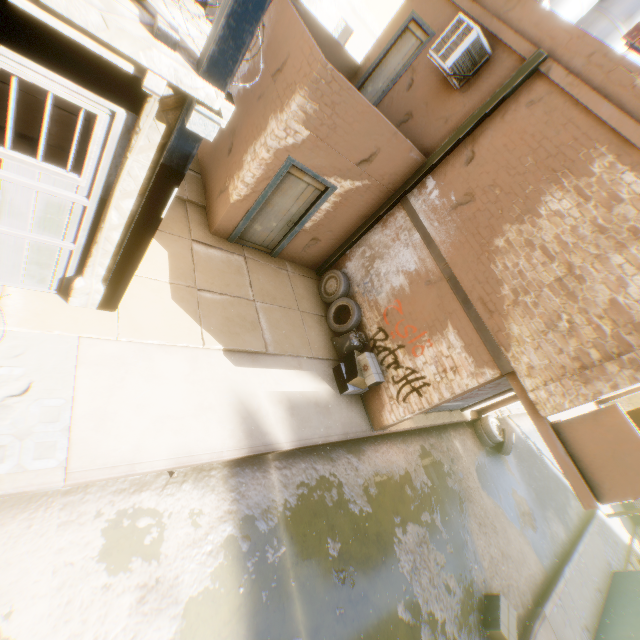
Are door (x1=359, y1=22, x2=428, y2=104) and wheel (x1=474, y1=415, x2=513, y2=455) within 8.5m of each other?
no

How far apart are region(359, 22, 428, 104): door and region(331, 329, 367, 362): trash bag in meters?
6.6 m

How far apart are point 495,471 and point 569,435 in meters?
6.9

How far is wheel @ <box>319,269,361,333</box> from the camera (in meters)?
8.23

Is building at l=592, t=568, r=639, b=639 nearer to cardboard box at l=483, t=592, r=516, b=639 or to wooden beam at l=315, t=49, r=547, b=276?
wooden beam at l=315, t=49, r=547, b=276

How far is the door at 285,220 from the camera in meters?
7.0

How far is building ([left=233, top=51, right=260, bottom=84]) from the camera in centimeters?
693cm

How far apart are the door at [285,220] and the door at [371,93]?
4.0m
